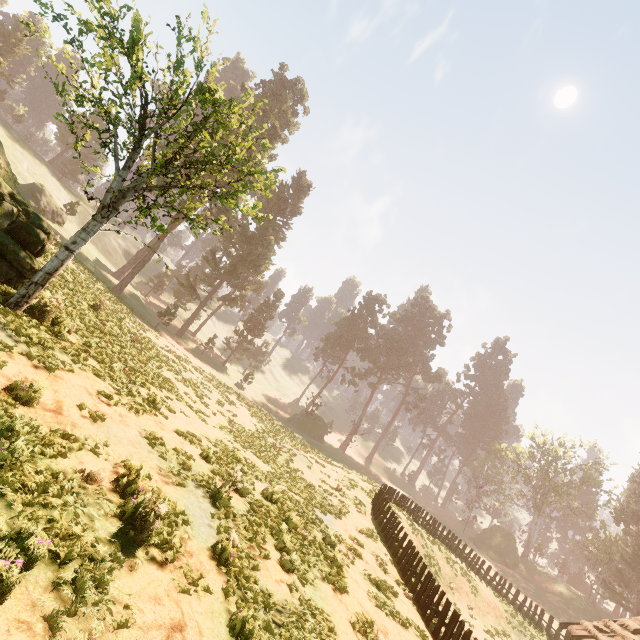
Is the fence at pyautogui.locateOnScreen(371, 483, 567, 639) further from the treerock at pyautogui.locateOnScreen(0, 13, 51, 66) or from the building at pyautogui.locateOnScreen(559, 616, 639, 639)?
the treerock at pyautogui.locateOnScreen(0, 13, 51, 66)

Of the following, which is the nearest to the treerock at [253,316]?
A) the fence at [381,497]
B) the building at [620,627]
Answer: the building at [620,627]

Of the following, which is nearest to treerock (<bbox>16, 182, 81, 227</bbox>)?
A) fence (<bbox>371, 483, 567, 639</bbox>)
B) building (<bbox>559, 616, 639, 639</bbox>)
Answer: building (<bbox>559, 616, 639, 639</bbox>)

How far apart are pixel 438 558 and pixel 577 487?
50.0m
